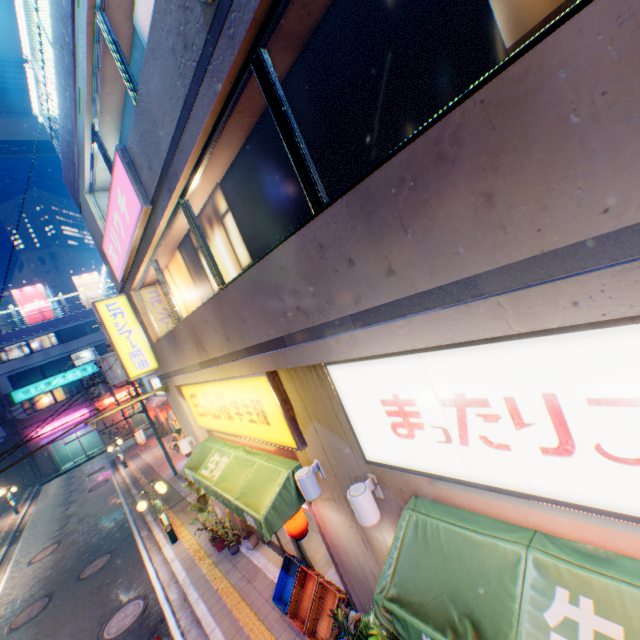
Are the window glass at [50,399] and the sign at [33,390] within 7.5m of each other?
yes

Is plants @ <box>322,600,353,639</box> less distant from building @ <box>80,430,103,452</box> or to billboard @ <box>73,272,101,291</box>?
building @ <box>80,430,103,452</box>

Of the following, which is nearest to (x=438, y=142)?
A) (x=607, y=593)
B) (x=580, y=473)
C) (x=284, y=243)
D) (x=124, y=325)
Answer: (x=284, y=243)

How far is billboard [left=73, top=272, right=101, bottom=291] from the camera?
40.0 meters

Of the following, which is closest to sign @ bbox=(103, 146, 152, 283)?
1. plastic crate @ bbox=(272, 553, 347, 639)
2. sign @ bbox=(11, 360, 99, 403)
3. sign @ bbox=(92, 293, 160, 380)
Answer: sign @ bbox=(92, 293, 160, 380)

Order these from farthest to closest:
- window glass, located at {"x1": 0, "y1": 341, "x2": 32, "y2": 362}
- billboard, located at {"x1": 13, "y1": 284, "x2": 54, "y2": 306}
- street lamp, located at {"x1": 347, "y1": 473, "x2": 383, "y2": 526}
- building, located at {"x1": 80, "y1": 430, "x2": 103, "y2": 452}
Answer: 1. building, located at {"x1": 80, "y1": 430, "x2": 103, "y2": 452}
2. billboard, located at {"x1": 13, "y1": 284, "x2": 54, "y2": 306}
3. window glass, located at {"x1": 0, "y1": 341, "x2": 32, "y2": 362}
4. street lamp, located at {"x1": 347, "y1": 473, "x2": 383, "y2": 526}

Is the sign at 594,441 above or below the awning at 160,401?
above

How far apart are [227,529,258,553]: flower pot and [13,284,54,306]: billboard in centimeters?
4106cm
